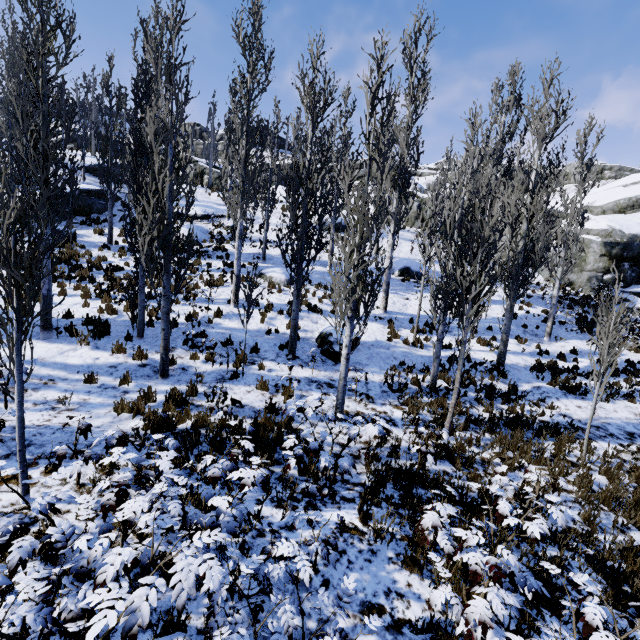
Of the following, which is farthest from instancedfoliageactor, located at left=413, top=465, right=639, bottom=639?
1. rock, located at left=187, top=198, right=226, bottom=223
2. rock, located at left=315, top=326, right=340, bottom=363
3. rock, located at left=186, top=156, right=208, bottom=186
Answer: rock, located at left=186, top=156, right=208, bottom=186

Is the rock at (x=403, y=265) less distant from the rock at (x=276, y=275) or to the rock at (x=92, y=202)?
the rock at (x=276, y=275)

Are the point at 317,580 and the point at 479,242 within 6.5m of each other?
no

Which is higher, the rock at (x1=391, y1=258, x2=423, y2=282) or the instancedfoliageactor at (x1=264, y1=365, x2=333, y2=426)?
the rock at (x1=391, y1=258, x2=423, y2=282)

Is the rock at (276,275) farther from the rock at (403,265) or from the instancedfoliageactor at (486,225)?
the rock at (403,265)

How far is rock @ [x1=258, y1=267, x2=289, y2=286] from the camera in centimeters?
1634cm

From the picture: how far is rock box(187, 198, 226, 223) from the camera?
22.9 meters
